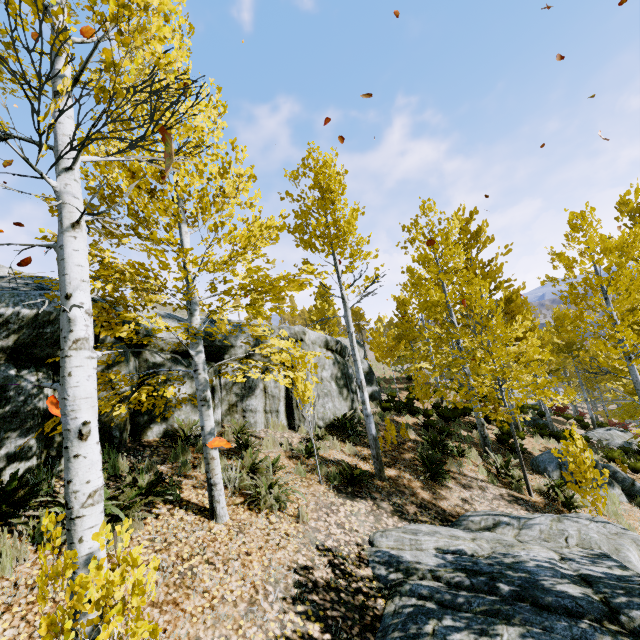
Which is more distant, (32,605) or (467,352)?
(467,352)

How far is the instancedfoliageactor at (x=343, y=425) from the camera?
8.9m

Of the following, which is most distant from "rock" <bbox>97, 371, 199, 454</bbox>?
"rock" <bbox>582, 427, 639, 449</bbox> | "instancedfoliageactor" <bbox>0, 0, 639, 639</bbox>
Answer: "rock" <bbox>582, 427, 639, 449</bbox>

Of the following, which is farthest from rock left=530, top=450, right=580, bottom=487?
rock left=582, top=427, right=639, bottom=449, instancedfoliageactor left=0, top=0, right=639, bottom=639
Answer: rock left=582, top=427, right=639, bottom=449

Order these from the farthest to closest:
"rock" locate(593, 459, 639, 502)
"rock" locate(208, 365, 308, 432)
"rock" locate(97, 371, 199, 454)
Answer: "rock" locate(593, 459, 639, 502) → "rock" locate(208, 365, 308, 432) → "rock" locate(97, 371, 199, 454)

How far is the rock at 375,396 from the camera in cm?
1520

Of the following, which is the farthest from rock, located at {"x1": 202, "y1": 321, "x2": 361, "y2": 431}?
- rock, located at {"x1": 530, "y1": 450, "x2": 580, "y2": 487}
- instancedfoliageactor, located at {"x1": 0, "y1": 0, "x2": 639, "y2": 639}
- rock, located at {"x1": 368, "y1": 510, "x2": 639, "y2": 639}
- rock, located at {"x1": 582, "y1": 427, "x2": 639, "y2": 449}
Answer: rock, located at {"x1": 582, "y1": 427, "x2": 639, "y2": 449}

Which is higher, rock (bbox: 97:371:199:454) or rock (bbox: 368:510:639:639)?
rock (bbox: 97:371:199:454)
